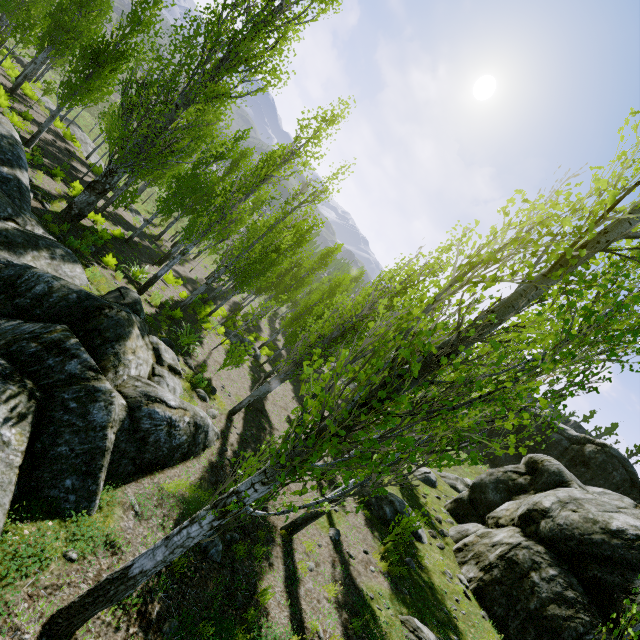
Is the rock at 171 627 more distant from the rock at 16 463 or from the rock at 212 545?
the rock at 212 545

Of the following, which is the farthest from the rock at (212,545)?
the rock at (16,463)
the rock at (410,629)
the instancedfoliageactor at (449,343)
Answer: the rock at (410,629)

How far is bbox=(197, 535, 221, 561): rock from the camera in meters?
5.9 m

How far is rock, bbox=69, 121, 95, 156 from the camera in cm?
2657

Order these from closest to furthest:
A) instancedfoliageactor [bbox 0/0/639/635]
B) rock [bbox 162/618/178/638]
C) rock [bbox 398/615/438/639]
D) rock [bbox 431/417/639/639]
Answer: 1. instancedfoliageactor [bbox 0/0/639/635]
2. rock [bbox 162/618/178/638]
3. rock [bbox 398/615/438/639]
4. rock [bbox 431/417/639/639]

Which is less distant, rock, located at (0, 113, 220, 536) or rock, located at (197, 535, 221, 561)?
rock, located at (0, 113, 220, 536)

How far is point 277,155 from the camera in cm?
2005

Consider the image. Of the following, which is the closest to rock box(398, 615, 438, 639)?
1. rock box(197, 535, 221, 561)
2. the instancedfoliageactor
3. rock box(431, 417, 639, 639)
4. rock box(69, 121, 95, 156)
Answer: rock box(431, 417, 639, 639)
